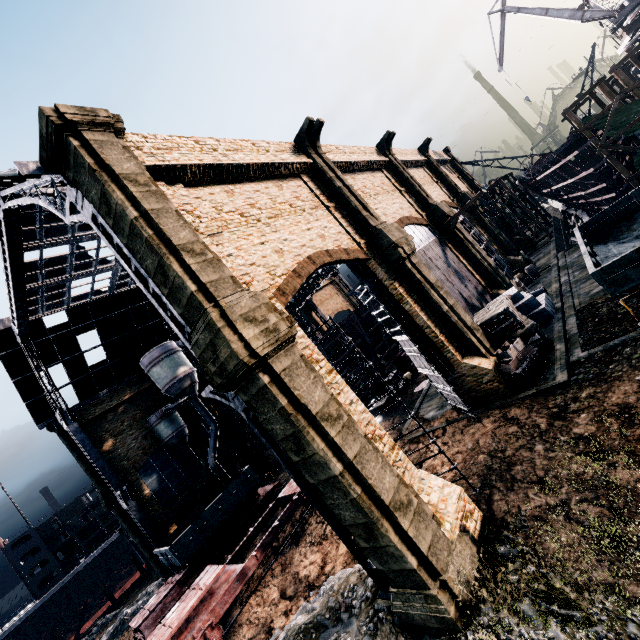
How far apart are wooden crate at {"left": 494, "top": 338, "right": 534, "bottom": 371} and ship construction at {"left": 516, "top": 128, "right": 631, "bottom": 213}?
25.3m

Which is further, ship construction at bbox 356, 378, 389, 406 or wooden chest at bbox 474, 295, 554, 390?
ship construction at bbox 356, 378, 389, 406

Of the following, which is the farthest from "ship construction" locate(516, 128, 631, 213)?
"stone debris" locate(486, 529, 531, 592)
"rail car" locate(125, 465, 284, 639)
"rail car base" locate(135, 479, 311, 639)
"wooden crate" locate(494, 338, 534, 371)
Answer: "rail car" locate(125, 465, 284, 639)

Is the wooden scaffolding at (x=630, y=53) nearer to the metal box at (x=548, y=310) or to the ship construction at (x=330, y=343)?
the metal box at (x=548, y=310)

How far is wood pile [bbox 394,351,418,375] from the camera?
34.2m

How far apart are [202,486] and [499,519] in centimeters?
3049cm

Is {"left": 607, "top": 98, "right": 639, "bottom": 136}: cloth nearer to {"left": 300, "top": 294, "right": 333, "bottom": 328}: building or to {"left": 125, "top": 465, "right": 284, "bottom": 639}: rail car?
{"left": 300, "top": 294, "right": 333, "bottom": 328}: building

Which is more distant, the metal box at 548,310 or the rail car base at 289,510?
the metal box at 548,310
